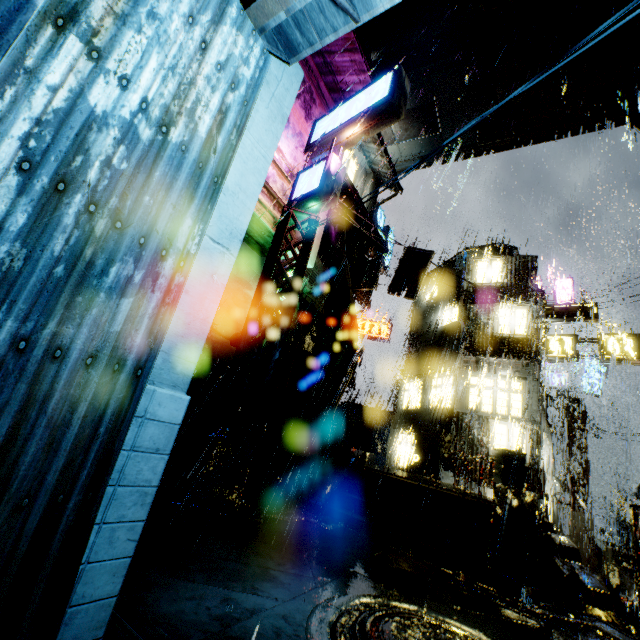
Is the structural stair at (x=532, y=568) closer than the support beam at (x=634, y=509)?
Yes

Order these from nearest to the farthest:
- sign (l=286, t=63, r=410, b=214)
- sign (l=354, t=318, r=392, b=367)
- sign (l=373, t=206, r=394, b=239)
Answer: sign (l=286, t=63, r=410, b=214)
sign (l=373, t=206, r=394, b=239)
sign (l=354, t=318, r=392, b=367)

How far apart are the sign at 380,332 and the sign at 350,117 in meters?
17.7 m

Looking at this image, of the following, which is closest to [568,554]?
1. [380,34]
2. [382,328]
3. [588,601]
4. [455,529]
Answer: [588,601]

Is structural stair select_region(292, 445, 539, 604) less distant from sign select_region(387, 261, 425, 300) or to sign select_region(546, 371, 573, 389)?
sign select_region(387, 261, 425, 300)

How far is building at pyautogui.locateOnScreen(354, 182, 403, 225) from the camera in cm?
1763

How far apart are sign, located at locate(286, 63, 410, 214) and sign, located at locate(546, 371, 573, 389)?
22.6m

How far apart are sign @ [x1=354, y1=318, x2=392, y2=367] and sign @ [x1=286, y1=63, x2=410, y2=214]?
17.73m
